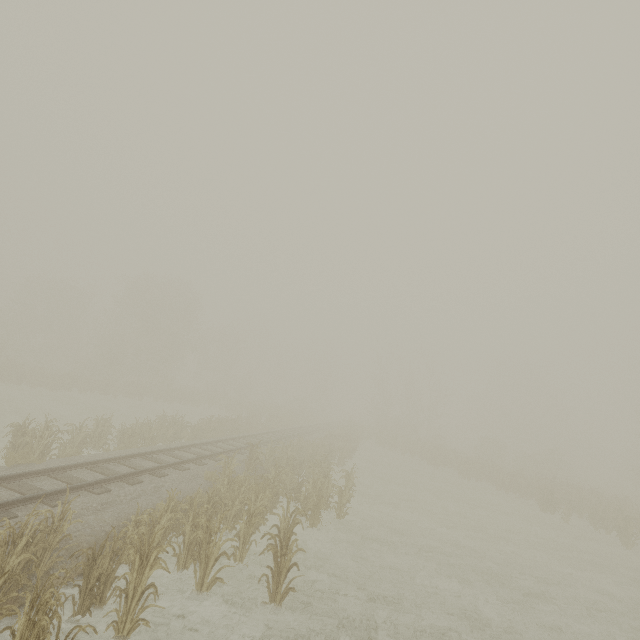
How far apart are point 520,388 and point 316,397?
36.4 meters
